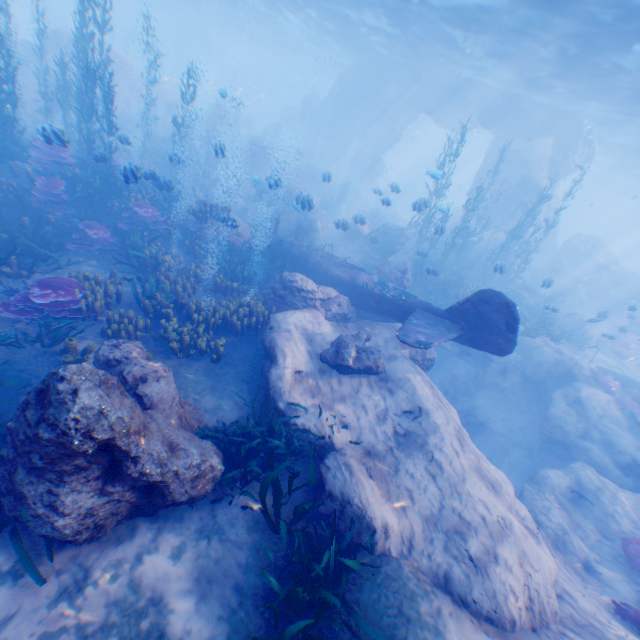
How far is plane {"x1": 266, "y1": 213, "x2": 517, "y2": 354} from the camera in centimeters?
881cm

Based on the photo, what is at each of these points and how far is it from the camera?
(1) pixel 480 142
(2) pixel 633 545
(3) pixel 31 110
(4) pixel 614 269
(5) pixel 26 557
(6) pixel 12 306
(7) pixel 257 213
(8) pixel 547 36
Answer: (1) light, 58.94m
(2) instancedfoliageactor, 8.20m
(3) rock, 18.59m
(4) rock, 26.27m
(5) instancedfoliageactor, 3.80m
(6) instancedfoliageactor, 7.13m
(7) rock, 18.06m
(8) light, 15.42m

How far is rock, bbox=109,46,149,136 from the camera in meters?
23.6

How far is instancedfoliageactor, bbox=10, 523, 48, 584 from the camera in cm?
377

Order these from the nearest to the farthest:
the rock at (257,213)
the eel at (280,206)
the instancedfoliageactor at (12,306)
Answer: the instancedfoliageactor at (12,306)
the rock at (257,213)
the eel at (280,206)

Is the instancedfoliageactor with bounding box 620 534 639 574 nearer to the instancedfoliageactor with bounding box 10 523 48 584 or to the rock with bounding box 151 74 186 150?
the rock with bounding box 151 74 186 150

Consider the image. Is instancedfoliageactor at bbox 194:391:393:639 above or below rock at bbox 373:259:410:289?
below

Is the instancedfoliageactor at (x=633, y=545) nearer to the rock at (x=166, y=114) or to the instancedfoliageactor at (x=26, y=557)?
the rock at (x=166, y=114)
